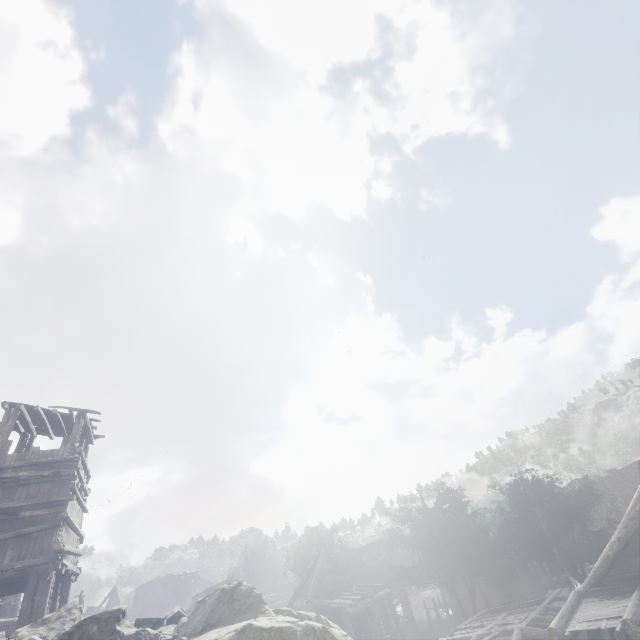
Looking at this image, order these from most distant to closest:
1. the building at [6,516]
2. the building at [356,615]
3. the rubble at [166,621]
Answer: the building at [356,615] → the building at [6,516] → the rubble at [166,621]

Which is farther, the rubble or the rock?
the rubble

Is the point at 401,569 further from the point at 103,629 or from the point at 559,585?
the point at 103,629

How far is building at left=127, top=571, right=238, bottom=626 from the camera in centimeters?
3002cm

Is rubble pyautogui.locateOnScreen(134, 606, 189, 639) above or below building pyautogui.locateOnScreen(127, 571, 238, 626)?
below

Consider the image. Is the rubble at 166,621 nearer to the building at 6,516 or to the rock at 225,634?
the rock at 225,634

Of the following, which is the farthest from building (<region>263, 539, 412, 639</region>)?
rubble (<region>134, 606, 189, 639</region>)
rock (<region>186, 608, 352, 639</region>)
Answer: rubble (<region>134, 606, 189, 639</region>)

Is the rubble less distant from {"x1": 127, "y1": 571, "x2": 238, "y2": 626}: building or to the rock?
the rock
